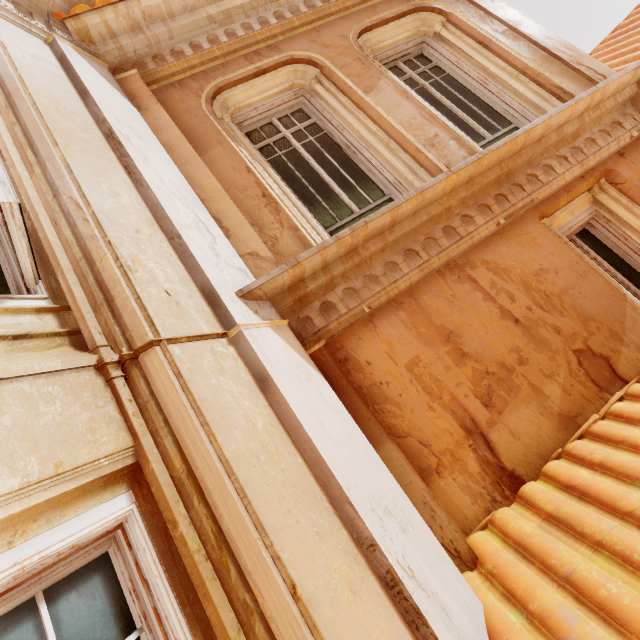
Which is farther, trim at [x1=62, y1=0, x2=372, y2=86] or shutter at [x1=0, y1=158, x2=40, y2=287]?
trim at [x1=62, y1=0, x2=372, y2=86]

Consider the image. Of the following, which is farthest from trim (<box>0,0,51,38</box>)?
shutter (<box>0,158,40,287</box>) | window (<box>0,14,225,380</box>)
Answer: shutter (<box>0,158,40,287</box>)

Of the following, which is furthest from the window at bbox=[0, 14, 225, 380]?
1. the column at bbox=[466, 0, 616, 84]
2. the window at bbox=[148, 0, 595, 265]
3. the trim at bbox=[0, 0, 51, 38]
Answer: the column at bbox=[466, 0, 616, 84]

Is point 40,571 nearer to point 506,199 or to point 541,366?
point 541,366

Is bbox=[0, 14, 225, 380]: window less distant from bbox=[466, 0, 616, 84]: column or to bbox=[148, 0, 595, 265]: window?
bbox=[148, 0, 595, 265]: window

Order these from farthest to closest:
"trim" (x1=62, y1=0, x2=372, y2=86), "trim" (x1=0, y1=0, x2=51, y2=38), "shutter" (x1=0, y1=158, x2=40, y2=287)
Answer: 1. "trim" (x1=62, y1=0, x2=372, y2=86)
2. "trim" (x1=0, y1=0, x2=51, y2=38)
3. "shutter" (x1=0, y1=158, x2=40, y2=287)

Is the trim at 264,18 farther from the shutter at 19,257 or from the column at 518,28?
the shutter at 19,257

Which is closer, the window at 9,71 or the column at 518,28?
the window at 9,71
